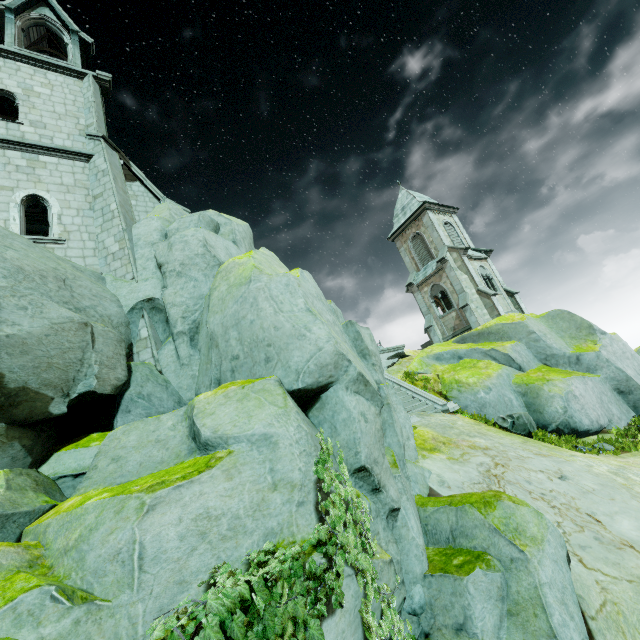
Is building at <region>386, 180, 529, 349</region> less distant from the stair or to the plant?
the stair

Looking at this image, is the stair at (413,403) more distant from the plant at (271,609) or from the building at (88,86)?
the plant at (271,609)

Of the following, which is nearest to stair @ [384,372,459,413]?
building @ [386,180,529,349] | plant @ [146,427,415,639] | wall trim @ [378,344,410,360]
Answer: wall trim @ [378,344,410,360]

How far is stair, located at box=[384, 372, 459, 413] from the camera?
14.1 meters

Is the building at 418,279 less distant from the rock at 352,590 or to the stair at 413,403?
the rock at 352,590

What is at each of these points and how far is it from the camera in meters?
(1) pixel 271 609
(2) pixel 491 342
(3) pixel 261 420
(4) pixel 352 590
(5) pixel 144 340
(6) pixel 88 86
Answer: (1) plant, 2.9
(2) rock, 20.7
(3) rock, 5.0
(4) rock, 3.8
(5) building, 9.8
(6) building, 14.3

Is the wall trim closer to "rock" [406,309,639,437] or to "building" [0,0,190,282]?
"rock" [406,309,639,437]

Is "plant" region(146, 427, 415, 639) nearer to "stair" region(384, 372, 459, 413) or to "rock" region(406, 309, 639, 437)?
"rock" region(406, 309, 639, 437)
